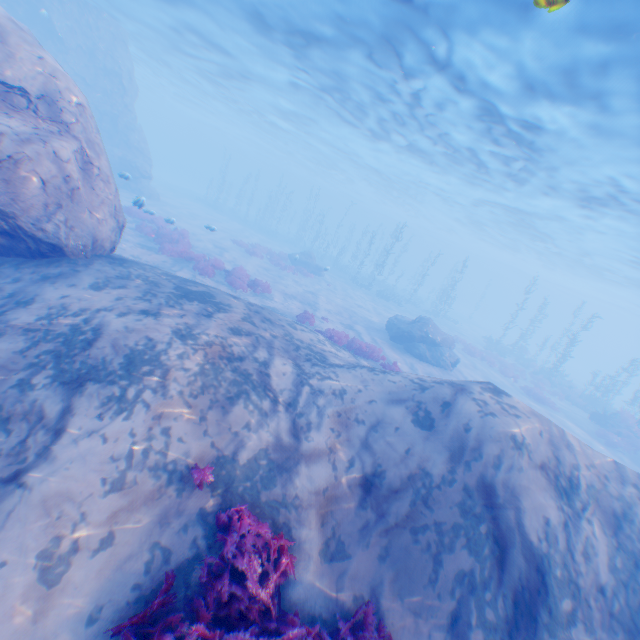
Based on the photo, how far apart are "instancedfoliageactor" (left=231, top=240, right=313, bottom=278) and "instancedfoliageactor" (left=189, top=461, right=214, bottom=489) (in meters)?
22.98

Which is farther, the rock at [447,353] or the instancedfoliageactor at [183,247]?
the rock at [447,353]

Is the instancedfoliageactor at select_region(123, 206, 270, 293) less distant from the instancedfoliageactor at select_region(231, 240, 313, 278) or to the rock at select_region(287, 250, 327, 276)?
the instancedfoliageactor at select_region(231, 240, 313, 278)

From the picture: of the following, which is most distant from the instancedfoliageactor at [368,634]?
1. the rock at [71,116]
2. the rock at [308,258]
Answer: the rock at [308,258]

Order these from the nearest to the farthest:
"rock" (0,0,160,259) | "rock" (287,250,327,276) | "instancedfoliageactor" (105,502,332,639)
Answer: "instancedfoliageactor" (105,502,332,639)
"rock" (0,0,160,259)
"rock" (287,250,327,276)

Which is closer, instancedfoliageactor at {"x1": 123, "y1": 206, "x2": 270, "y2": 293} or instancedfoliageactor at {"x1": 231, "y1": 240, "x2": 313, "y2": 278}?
instancedfoliageactor at {"x1": 123, "y1": 206, "x2": 270, "y2": 293}

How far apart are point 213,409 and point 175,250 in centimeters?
1460cm

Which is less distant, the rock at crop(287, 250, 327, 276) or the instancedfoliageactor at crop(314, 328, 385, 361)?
the instancedfoliageactor at crop(314, 328, 385, 361)
